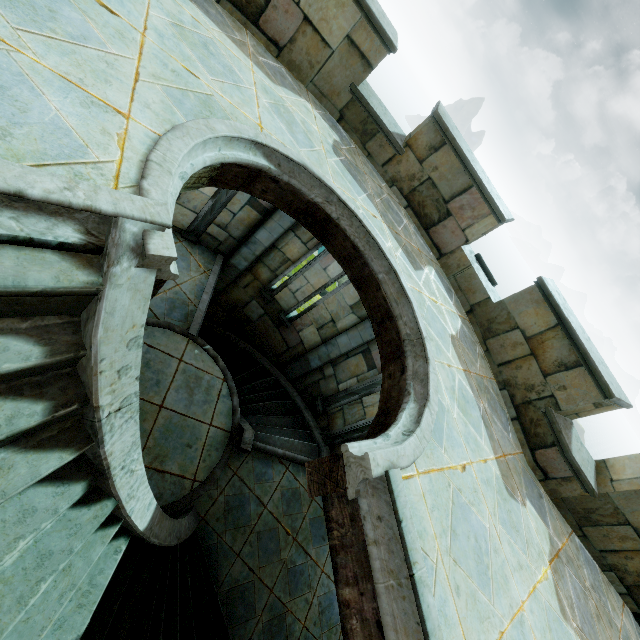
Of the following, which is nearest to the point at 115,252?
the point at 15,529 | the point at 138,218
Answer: the point at 138,218
